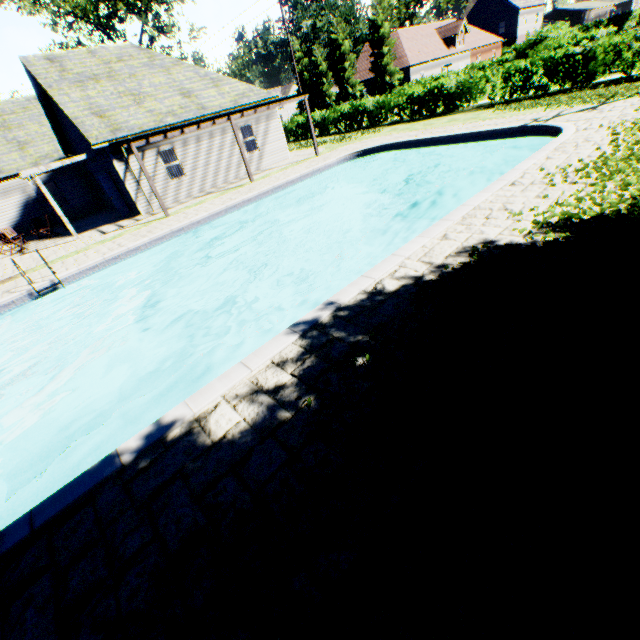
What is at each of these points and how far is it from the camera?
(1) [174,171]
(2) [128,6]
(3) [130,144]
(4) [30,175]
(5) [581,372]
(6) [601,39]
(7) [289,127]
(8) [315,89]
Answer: (1) curtain, 17.5 meters
(2) tree, 31.9 meters
(3) veranda, 13.0 meters
(4) veranda, 15.5 meters
(5) plant, 2.9 meters
(6) hedge, 14.7 meters
(7) hedge, 31.3 meters
(8) tree, 47.2 meters

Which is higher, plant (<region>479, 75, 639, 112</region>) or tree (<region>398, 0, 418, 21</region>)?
tree (<region>398, 0, 418, 21</region>)

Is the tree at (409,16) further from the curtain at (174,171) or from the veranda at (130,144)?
the curtain at (174,171)

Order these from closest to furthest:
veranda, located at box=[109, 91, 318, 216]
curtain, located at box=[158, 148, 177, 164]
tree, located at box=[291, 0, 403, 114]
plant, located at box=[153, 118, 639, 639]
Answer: plant, located at box=[153, 118, 639, 639] → veranda, located at box=[109, 91, 318, 216] → curtain, located at box=[158, 148, 177, 164] → tree, located at box=[291, 0, 403, 114]

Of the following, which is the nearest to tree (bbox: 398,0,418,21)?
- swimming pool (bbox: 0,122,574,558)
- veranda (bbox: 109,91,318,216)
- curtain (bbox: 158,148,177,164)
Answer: swimming pool (bbox: 0,122,574,558)

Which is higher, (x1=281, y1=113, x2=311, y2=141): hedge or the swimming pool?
(x1=281, y1=113, x2=311, y2=141): hedge

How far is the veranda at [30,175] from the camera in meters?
14.0

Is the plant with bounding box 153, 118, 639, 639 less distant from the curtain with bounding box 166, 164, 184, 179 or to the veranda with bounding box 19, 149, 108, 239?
the veranda with bounding box 19, 149, 108, 239
